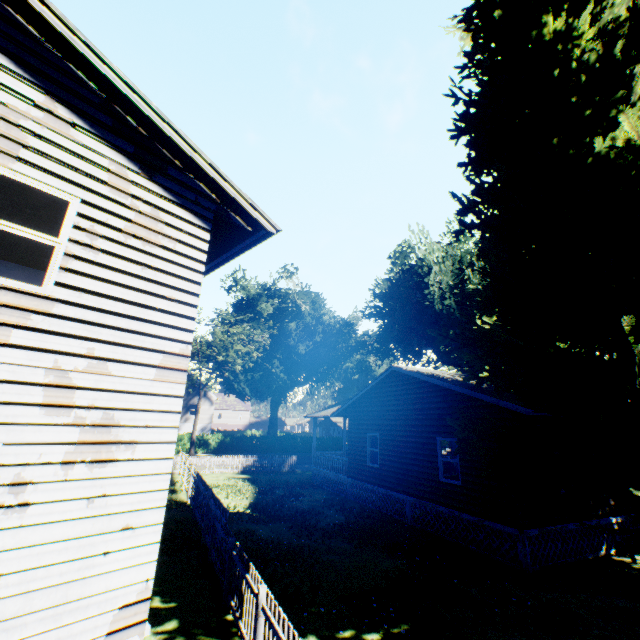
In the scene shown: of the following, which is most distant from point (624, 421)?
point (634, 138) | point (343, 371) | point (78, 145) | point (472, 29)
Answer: point (343, 371)

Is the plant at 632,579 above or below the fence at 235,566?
below

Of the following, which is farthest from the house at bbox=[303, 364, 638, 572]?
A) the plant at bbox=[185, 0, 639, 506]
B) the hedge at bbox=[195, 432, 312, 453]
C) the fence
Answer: the hedge at bbox=[195, 432, 312, 453]

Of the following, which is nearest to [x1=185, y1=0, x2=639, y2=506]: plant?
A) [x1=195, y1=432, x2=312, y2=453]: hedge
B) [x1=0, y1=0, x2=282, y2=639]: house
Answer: [x1=0, y1=0, x2=282, y2=639]: house

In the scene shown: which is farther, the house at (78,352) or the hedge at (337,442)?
the hedge at (337,442)

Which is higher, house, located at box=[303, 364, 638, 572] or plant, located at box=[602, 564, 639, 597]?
house, located at box=[303, 364, 638, 572]
